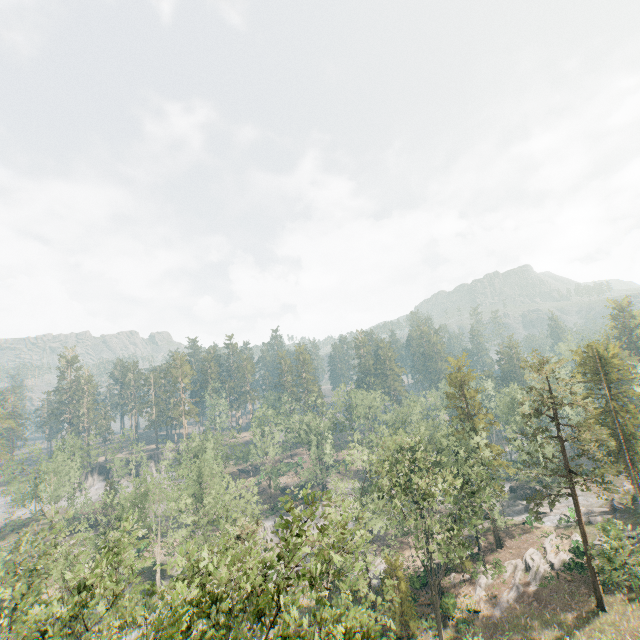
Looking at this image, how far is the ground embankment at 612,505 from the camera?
47.7m

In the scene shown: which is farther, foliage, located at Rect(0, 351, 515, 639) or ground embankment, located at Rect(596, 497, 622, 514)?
ground embankment, located at Rect(596, 497, 622, 514)

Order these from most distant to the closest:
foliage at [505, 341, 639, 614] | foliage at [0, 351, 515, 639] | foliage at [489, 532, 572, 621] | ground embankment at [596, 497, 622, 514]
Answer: ground embankment at [596, 497, 622, 514] < foliage at [489, 532, 572, 621] < foliage at [505, 341, 639, 614] < foliage at [0, 351, 515, 639]

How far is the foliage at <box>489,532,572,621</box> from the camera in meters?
36.4

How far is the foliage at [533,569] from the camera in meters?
36.4 m

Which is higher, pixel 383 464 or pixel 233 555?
pixel 233 555

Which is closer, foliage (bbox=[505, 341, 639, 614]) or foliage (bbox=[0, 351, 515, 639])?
foliage (bbox=[0, 351, 515, 639])

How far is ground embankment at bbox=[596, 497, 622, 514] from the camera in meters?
47.7
